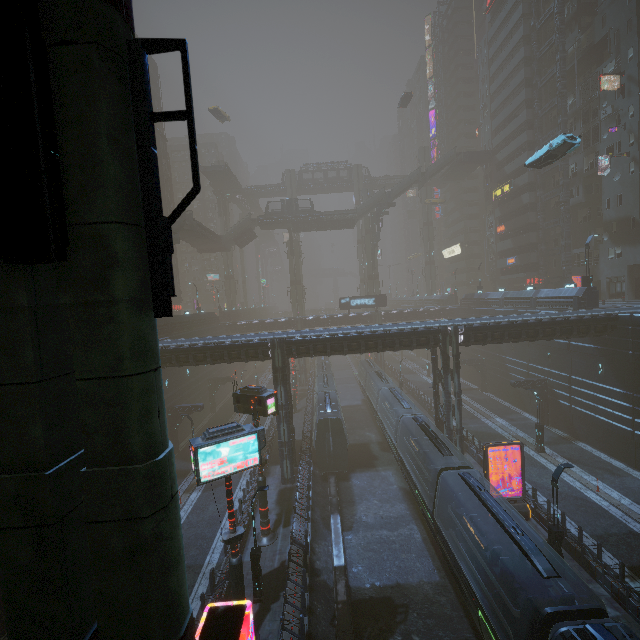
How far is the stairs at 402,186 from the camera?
57.2 meters

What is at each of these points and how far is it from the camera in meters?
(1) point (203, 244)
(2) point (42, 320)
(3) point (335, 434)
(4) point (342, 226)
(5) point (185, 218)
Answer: (1) bridge, 57.2 m
(2) sm, 4.0 m
(3) train, 27.0 m
(4) building, 59.2 m
(5) stairs, 43.8 m

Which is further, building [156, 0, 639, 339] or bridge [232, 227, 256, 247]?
bridge [232, 227, 256, 247]

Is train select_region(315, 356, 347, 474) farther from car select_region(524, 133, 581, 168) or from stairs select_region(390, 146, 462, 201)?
stairs select_region(390, 146, 462, 201)

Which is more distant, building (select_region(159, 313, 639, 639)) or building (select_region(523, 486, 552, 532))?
building (select_region(159, 313, 639, 639))

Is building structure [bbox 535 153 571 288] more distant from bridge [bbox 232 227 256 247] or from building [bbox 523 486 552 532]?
bridge [bbox 232 227 256 247]

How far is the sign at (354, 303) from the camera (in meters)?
52.06

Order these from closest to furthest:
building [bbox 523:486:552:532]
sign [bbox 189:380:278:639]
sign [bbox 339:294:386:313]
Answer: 1. sign [bbox 189:380:278:639]
2. building [bbox 523:486:552:532]
3. sign [bbox 339:294:386:313]
